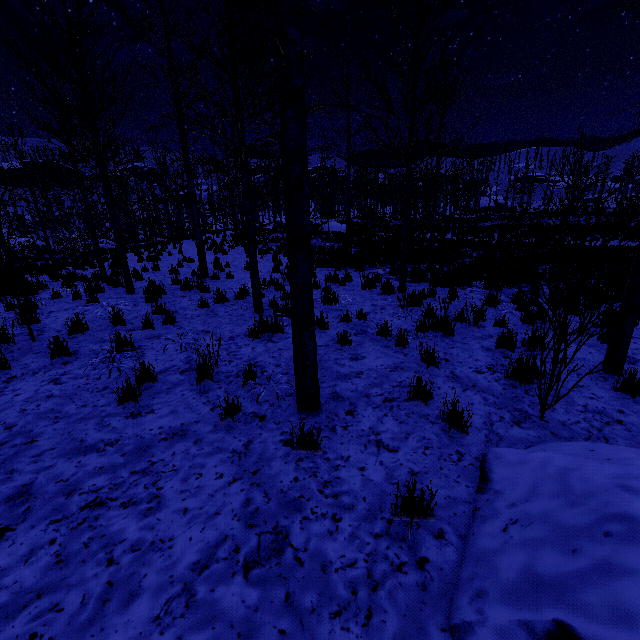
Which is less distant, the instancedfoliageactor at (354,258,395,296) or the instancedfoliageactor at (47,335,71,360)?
the instancedfoliageactor at (47,335,71,360)

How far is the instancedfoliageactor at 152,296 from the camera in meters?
6.3

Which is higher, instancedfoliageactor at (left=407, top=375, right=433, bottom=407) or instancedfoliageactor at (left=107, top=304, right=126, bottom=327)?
instancedfoliageactor at (left=107, top=304, right=126, bottom=327)

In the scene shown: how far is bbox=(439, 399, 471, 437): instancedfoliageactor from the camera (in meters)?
3.26

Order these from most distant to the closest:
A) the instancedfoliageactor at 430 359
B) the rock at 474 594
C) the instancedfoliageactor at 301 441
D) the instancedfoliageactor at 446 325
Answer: the instancedfoliageactor at 446 325
the instancedfoliageactor at 430 359
the instancedfoliageactor at 301 441
the rock at 474 594

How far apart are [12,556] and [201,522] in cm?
120
